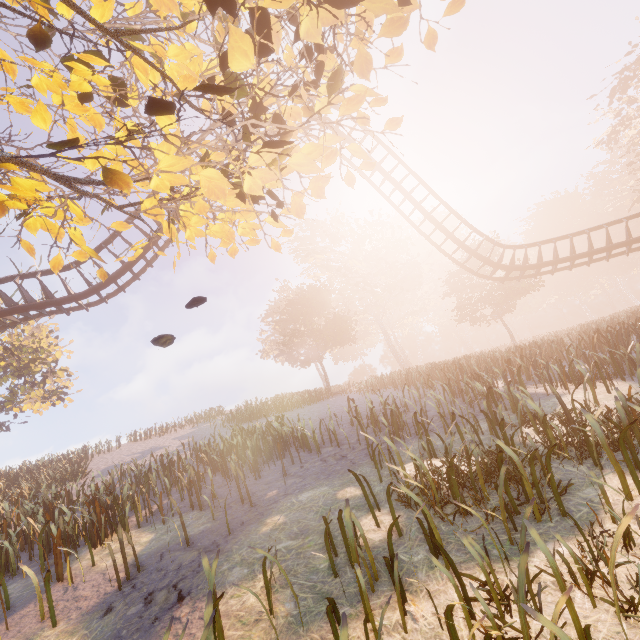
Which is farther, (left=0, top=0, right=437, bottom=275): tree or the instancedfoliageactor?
(left=0, top=0, right=437, bottom=275): tree

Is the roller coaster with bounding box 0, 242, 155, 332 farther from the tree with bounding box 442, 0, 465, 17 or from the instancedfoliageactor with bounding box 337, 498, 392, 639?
the instancedfoliageactor with bounding box 337, 498, 392, 639

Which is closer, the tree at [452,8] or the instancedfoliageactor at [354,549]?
the instancedfoliageactor at [354,549]

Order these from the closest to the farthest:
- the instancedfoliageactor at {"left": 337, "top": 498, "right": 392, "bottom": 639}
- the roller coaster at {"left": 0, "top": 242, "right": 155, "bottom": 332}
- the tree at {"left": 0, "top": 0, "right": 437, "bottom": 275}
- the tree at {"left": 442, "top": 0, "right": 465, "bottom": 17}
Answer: the instancedfoliageactor at {"left": 337, "top": 498, "right": 392, "bottom": 639} → the tree at {"left": 0, "top": 0, "right": 437, "bottom": 275} → the tree at {"left": 442, "top": 0, "right": 465, "bottom": 17} → the roller coaster at {"left": 0, "top": 242, "right": 155, "bottom": 332}

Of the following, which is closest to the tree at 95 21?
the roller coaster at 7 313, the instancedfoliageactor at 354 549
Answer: the roller coaster at 7 313

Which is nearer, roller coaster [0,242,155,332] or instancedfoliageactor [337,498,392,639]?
Answer: instancedfoliageactor [337,498,392,639]

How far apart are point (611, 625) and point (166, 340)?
4.4m
